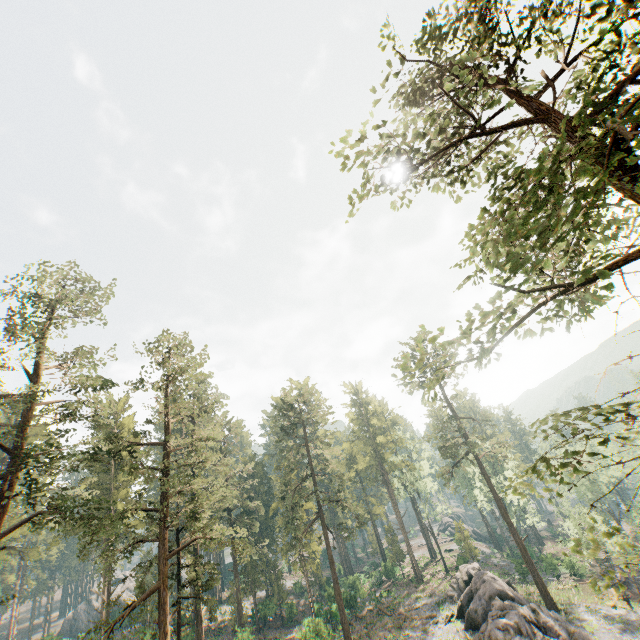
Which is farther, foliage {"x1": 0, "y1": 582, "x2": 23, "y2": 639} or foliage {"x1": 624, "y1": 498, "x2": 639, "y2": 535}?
foliage {"x1": 624, "y1": 498, "x2": 639, "y2": 535}

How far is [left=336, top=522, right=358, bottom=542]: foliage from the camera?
39.1m

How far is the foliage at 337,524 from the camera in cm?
3909

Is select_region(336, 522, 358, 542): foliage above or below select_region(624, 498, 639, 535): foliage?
above

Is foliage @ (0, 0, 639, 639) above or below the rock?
above

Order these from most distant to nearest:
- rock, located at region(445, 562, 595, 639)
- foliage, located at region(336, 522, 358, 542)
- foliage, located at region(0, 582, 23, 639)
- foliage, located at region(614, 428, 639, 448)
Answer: foliage, located at region(336, 522, 358, 542) → foliage, located at region(0, 582, 23, 639) → rock, located at region(445, 562, 595, 639) → foliage, located at region(614, 428, 639, 448)

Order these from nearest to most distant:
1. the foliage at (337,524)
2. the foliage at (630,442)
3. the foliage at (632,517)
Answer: the foliage at (630,442)
the foliage at (337,524)
the foliage at (632,517)

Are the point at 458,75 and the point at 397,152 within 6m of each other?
yes
